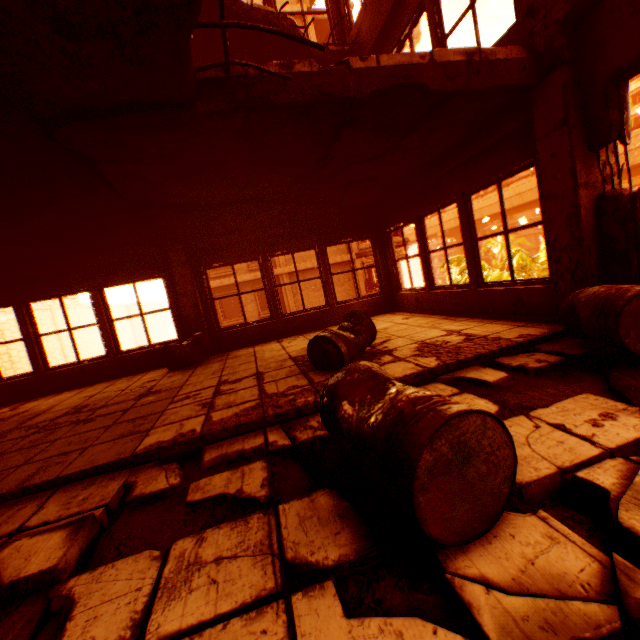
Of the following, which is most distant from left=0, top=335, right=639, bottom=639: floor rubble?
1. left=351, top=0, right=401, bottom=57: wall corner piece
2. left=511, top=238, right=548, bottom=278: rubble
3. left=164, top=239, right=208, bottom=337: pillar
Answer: left=351, top=0, right=401, bottom=57: wall corner piece

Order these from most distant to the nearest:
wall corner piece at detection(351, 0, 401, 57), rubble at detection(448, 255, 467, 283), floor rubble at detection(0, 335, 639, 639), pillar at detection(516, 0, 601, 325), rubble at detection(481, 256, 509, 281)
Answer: rubble at detection(448, 255, 467, 283)
rubble at detection(481, 256, 509, 281)
wall corner piece at detection(351, 0, 401, 57)
pillar at detection(516, 0, 601, 325)
floor rubble at detection(0, 335, 639, 639)

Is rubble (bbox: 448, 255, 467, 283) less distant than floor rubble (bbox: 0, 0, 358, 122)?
No

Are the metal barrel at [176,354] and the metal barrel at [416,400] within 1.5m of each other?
no

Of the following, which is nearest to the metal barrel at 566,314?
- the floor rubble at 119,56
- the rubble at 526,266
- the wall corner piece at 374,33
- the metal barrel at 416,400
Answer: the metal barrel at 416,400

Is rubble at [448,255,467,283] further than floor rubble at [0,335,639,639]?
Yes

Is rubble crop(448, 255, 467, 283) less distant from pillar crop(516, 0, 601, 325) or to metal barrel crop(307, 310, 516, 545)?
pillar crop(516, 0, 601, 325)

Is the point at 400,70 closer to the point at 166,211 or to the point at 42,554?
the point at 166,211
